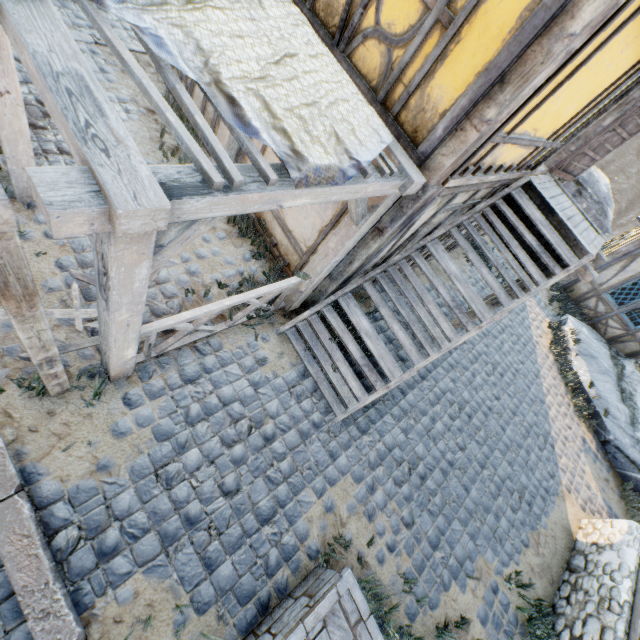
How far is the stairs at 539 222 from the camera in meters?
5.2

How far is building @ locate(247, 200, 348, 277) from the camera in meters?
4.7 m

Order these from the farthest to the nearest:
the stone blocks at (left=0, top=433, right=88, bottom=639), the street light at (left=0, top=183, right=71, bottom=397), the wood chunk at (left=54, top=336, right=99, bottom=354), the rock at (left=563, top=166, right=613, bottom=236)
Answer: the rock at (left=563, top=166, right=613, bottom=236), the wood chunk at (left=54, top=336, right=99, bottom=354), the stone blocks at (left=0, top=433, right=88, bottom=639), the street light at (left=0, top=183, right=71, bottom=397)

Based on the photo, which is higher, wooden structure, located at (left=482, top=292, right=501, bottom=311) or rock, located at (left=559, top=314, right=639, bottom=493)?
wooden structure, located at (left=482, top=292, right=501, bottom=311)

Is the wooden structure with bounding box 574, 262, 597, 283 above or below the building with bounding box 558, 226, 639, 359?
above

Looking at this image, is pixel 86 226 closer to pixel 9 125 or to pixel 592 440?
pixel 9 125

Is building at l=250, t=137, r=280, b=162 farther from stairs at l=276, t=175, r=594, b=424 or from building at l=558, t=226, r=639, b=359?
building at l=558, t=226, r=639, b=359

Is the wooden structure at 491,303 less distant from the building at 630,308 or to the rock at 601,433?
the rock at 601,433
